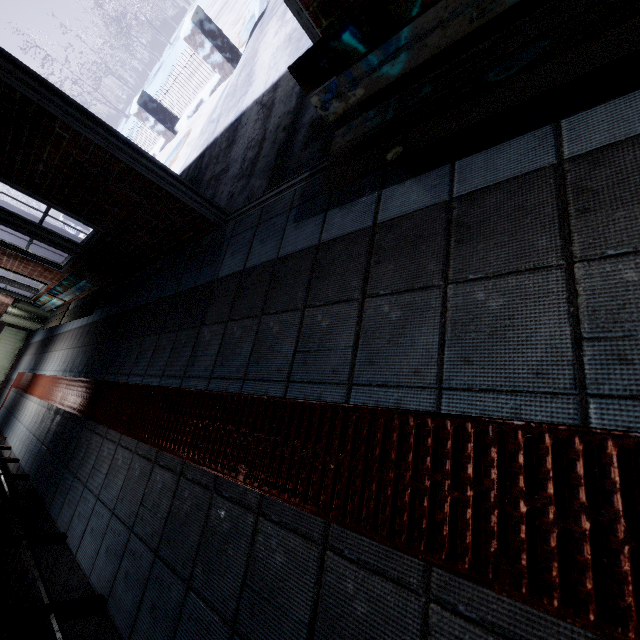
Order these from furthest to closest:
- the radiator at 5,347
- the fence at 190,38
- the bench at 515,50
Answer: the radiator at 5,347, the fence at 190,38, the bench at 515,50

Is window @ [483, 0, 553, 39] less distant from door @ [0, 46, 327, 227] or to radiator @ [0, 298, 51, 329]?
door @ [0, 46, 327, 227]

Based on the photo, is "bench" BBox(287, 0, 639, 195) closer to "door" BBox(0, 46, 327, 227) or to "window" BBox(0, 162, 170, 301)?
"door" BBox(0, 46, 327, 227)

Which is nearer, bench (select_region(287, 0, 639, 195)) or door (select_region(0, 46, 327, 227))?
bench (select_region(287, 0, 639, 195))

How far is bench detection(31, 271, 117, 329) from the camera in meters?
4.1 m

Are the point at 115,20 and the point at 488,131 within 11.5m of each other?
no

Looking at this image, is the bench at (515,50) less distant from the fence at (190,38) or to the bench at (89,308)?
the bench at (89,308)
